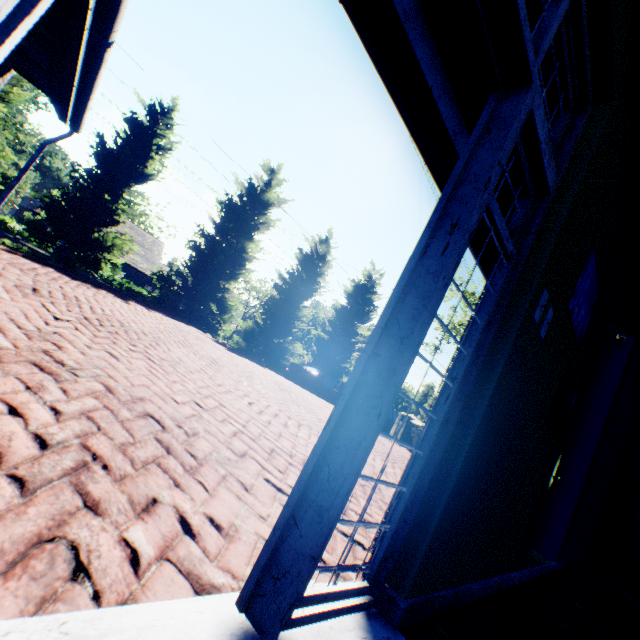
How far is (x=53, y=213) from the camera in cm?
1306

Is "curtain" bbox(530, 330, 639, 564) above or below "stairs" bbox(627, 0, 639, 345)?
below

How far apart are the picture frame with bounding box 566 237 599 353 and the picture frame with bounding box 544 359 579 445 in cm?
13

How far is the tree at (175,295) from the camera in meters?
15.9 m

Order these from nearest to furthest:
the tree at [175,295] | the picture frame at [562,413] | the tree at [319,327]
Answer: the picture frame at [562,413] < the tree at [175,295] < the tree at [319,327]

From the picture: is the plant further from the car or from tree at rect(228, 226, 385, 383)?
the car

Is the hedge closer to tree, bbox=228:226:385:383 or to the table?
tree, bbox=228:226:385:383

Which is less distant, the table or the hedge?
the table
